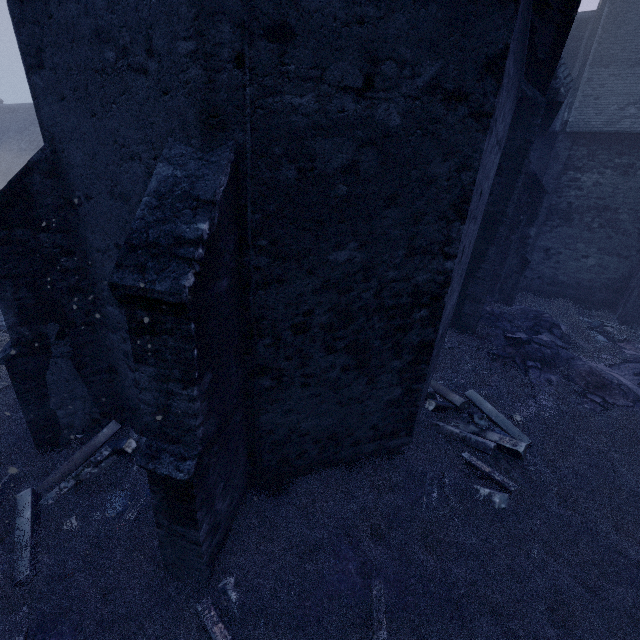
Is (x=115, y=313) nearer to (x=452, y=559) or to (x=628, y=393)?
(x=452, y=559)
